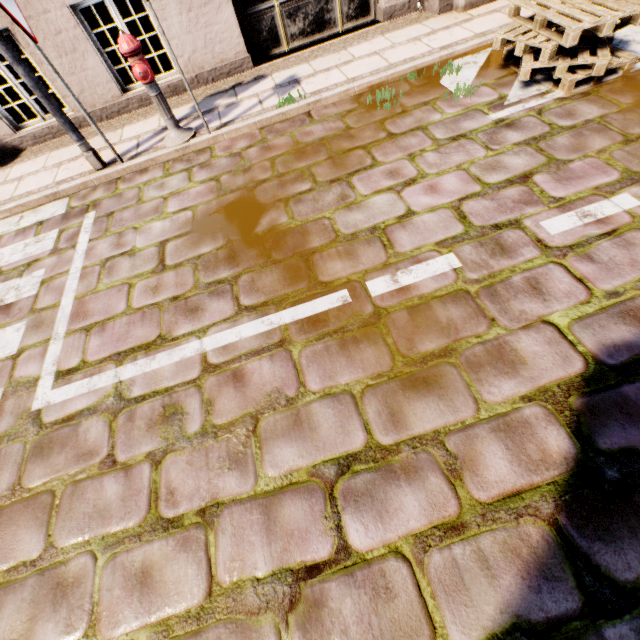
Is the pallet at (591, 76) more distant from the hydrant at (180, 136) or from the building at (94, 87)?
the hydrant at (180, 136)

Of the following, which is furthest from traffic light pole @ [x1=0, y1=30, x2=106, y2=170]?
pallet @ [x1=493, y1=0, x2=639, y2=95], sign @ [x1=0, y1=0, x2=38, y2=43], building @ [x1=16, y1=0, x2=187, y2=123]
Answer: pallet @ [x1=493, y1=0, x2=639, y2=95]

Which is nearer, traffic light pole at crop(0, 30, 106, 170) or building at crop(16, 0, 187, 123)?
traffic light pole at crop(0, 30, 106, 170)

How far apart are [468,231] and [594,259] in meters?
0.9 m

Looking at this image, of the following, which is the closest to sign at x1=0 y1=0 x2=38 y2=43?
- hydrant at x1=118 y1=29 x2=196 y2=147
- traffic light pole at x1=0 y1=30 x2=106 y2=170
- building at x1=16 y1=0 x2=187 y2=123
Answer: traffic light pole at x1=0 y1=30 x2=106 y2=170

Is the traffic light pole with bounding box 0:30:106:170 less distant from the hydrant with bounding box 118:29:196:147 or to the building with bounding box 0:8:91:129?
the hydrant with bounding box 118:29:196:147

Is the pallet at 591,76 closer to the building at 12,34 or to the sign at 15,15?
the building at 12,34

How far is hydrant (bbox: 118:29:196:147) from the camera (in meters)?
3.77
